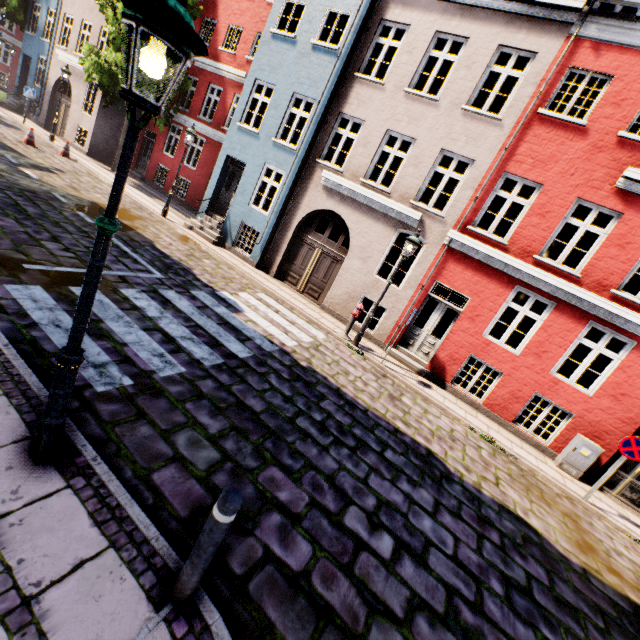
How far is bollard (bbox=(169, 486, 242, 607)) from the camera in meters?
2.1

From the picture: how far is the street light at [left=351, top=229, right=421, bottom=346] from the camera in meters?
9.0

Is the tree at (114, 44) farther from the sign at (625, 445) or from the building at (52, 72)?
the sign at (625, 445)

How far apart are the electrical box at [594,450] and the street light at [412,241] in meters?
6.3 m

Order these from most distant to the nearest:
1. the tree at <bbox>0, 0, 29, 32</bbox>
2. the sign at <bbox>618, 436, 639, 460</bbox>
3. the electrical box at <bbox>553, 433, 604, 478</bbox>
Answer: the tree at <bbox>0, 0, 29, 32</bbox> < the electrical box at <bbox>553, 433, 604, 478</bbox> < the sign at <bbox>618, 436, 639, 460</bbox>

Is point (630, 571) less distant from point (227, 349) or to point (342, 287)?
point (227, 349)

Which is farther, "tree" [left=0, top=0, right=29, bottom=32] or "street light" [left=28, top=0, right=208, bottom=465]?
"tree" [left=0, top=0, right=29, bottom=32]

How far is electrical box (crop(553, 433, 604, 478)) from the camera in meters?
8.4
